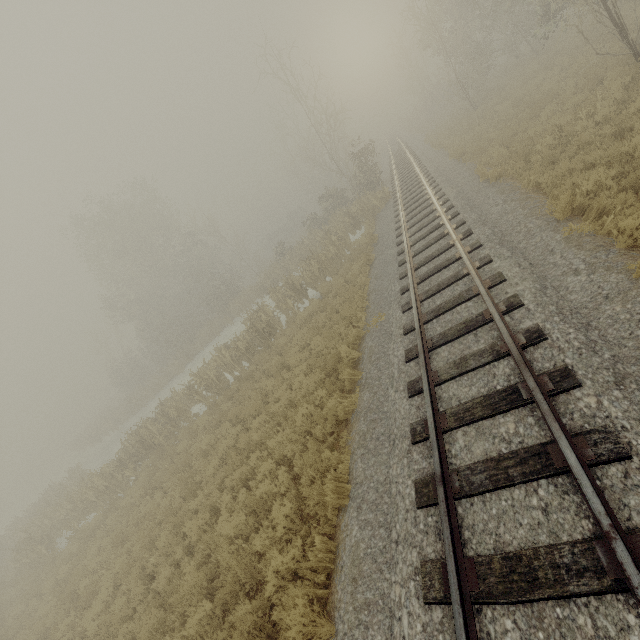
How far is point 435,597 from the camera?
3.5m
